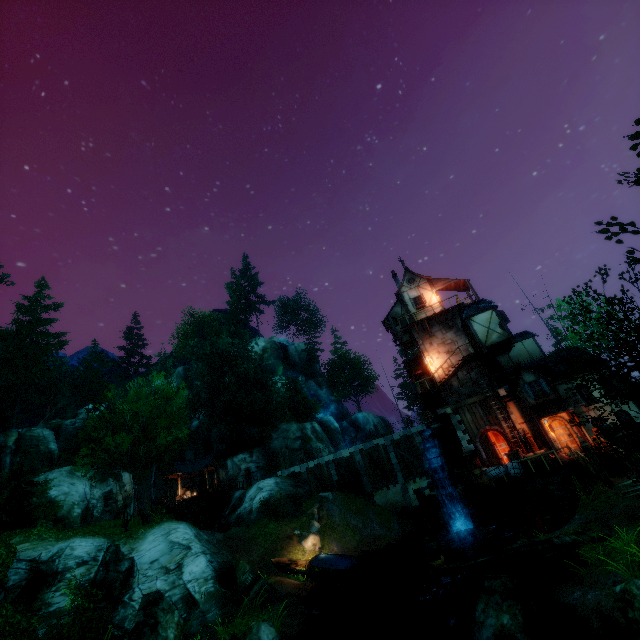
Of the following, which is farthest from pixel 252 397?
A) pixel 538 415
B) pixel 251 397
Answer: pixel 538 415

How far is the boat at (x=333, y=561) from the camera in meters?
22.0 m

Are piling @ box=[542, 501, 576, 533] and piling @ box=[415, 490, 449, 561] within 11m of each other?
yes

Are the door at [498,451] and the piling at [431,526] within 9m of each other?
yes

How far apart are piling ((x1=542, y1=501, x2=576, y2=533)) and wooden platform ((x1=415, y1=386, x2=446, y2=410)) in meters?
9.3

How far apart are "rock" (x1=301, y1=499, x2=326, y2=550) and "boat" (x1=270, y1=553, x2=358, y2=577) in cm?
338

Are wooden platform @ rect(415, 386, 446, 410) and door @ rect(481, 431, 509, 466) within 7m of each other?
yes

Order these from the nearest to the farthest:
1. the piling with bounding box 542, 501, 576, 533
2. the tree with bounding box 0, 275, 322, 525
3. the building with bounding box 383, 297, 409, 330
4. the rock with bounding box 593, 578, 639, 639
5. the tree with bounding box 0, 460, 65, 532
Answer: the rock with bounding box 593, 578, 639, 639 < the piling with bounding box 542, 501, 576, 533 < the tree with bounding box 0, 275, 322, 525 < the tree with bounding box 0, 460, 65, 532 < the building with bounding box 383, 297, 409, 330
